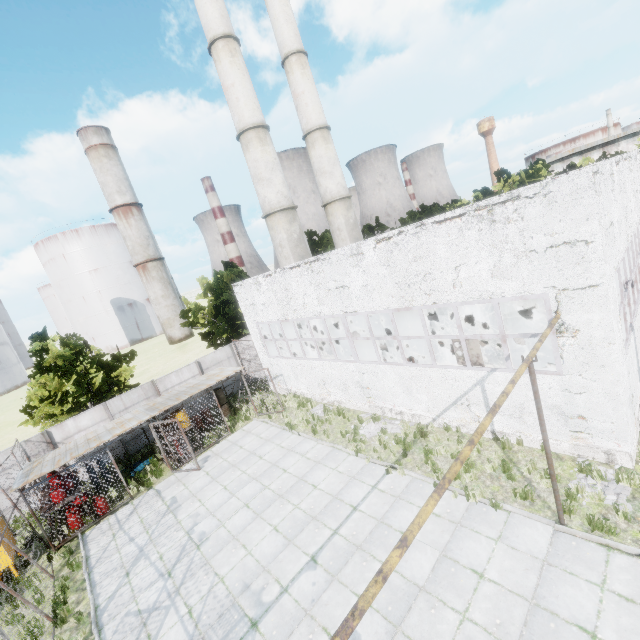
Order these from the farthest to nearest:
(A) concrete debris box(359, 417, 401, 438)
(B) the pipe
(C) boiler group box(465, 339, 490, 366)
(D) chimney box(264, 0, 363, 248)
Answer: (D) chimney box(264, 0, 363, 248) → (A) concrete debris box(359, 417, 401, 438) → (C) boiler group box(465, 339, 490, 366) → (B) the pipe

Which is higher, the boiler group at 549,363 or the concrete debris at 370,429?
the boiler group at 549,363

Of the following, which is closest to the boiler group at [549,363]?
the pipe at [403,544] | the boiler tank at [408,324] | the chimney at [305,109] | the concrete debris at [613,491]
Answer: the concrete debris at [613,491]

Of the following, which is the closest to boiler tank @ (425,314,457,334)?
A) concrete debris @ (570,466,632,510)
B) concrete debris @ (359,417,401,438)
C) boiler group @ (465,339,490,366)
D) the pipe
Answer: boiler group @ (465,339,490,366)

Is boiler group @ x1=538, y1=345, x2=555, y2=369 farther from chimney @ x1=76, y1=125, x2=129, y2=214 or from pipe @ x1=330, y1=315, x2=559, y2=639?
chimney @ x1=76, y1=125, x2=129, y2=214

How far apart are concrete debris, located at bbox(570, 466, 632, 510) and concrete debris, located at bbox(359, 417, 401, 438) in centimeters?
555cm

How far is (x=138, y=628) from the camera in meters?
8.8 m

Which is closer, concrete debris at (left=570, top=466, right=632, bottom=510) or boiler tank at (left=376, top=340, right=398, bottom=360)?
concrete debris at (left=570, top=466, right=632, bottom=510)
